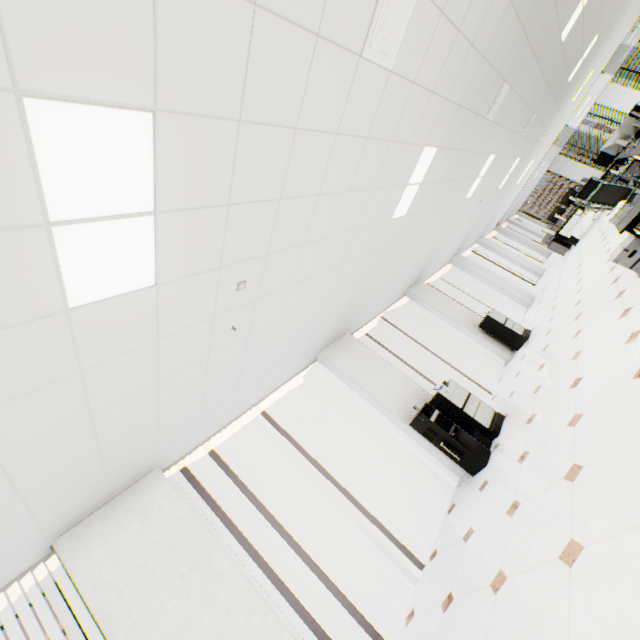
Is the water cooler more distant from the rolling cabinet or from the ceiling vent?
the rolling cabinet

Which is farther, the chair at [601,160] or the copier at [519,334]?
the chair at [601,160]

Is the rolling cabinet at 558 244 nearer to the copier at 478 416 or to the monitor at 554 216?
the monitor at 554 216

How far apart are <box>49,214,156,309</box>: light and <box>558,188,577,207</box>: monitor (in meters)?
12.90

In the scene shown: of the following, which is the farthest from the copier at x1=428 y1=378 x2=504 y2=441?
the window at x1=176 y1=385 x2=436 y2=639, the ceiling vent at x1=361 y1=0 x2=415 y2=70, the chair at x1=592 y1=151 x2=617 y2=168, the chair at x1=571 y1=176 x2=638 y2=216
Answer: the chair at x1=592 y1=151 x2=617 y2=168

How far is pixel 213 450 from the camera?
4.6m

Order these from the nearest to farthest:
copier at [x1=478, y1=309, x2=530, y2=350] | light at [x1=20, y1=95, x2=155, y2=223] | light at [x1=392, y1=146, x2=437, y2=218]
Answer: light at [x1=20, y1=95, x2=155, y2=223] → light at [x1=392, y1=146, x2=437, y2=218] → copier at [x1=478, y1=309, x2=530, y2=350]

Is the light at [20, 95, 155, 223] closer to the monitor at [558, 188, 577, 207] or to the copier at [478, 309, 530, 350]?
the copier at [478, 309, 530, 350]
